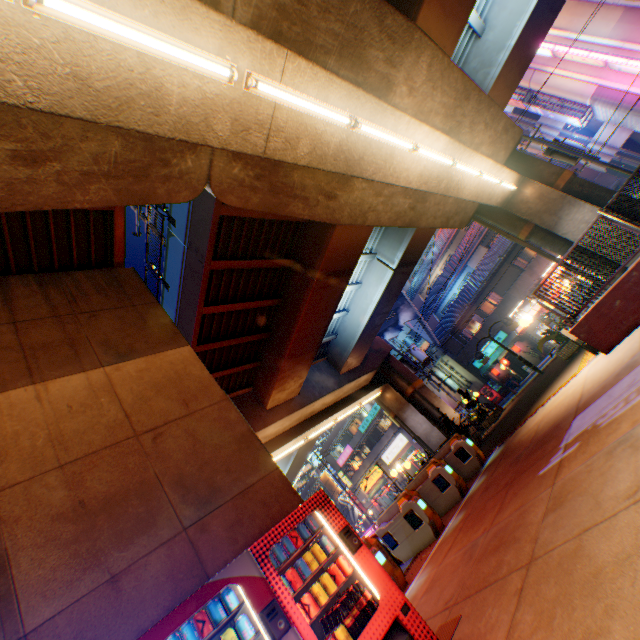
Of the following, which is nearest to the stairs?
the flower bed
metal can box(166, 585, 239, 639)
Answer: the flower bed

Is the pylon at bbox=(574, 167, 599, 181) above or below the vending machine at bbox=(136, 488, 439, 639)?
above

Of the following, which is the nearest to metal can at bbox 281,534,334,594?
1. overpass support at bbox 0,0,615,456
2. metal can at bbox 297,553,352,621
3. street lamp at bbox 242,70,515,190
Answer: metal can at bbox 297,553,352,621

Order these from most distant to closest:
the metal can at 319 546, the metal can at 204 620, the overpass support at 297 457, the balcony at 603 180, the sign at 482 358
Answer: the balcony at 603 180 < the overpass support at 297 457 < the sign at 482 358 < the metal can at 319 546 < the metal can at 204 620

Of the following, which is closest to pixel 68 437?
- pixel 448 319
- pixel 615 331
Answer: pixel 615 331

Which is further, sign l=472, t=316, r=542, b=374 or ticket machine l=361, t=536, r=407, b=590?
sign l=472, t=316, r=542, b=374

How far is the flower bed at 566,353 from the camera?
12.4m

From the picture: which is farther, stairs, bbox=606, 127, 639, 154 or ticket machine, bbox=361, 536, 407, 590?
stairs, bbox=606, 127, 639, 154
